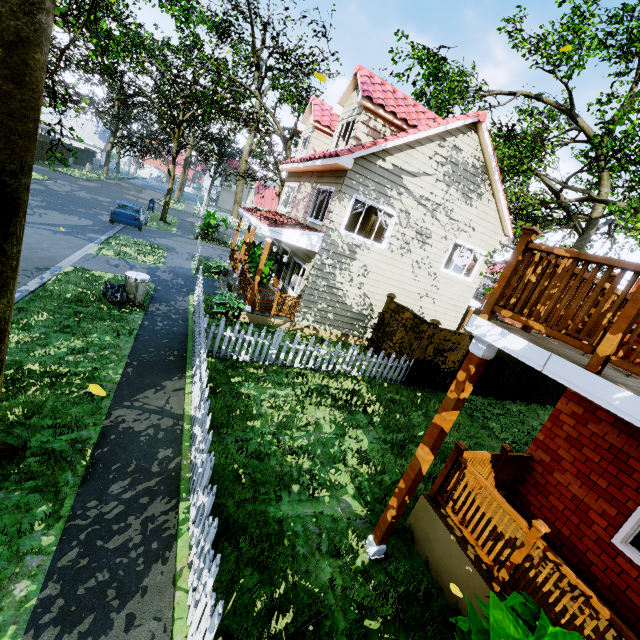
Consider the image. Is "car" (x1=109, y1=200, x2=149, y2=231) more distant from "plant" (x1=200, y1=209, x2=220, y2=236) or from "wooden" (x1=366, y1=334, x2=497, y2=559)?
"wooden" (x1=366, y1=334, x2=497, y2=559)

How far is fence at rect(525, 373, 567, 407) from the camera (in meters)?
A: 14.11

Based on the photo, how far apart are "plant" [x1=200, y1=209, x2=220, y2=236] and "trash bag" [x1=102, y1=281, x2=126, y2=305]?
14.34m

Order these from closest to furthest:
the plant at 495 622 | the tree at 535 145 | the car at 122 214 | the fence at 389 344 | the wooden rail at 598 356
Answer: the plant at 495 622 < the wooden rail at 598 356 < the fence at 389 344 < the tree at 535 145 < the car at 122 214

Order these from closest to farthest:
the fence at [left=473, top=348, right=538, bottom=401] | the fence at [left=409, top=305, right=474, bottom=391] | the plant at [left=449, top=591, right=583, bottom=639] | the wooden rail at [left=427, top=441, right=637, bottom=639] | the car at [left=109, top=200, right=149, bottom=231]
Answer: the plant at [left=449, top=591, right=583, bottom=639], the wooden rail at [left=427, top=441, right=637, bottom=639], the fence at [left=409, top=305, right=474, bottom=391], the fence at [left=473, top=348, right=538, bottom=401], the car at [left=109, top=200, right=149, bottom=231]

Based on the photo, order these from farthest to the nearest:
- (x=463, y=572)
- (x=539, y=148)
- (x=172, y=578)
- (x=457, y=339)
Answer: (x=539, y=148)
(x=457, y=339)
(x=463, y=572)
(x=172, y=578)

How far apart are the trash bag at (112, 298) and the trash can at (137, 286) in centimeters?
2cm

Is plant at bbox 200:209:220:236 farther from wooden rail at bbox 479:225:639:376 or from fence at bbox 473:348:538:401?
wooden rail at bbox 479:225:639:376
